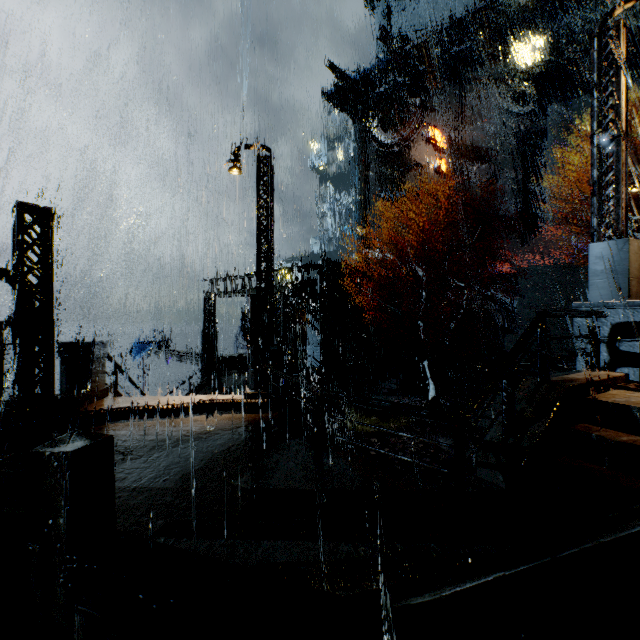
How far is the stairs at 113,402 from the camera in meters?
8.4

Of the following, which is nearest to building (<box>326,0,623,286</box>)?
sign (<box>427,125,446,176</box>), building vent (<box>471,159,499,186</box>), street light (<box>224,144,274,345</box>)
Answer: building vent (<box>471,159,499,186</box>)

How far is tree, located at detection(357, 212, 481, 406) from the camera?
18.23m

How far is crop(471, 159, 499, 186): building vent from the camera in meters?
35.6

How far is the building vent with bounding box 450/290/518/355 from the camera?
28.7m

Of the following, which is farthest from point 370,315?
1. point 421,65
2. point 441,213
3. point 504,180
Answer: point 421,65

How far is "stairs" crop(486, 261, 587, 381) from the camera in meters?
22.9

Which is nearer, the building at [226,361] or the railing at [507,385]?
the railing at [507,385]
